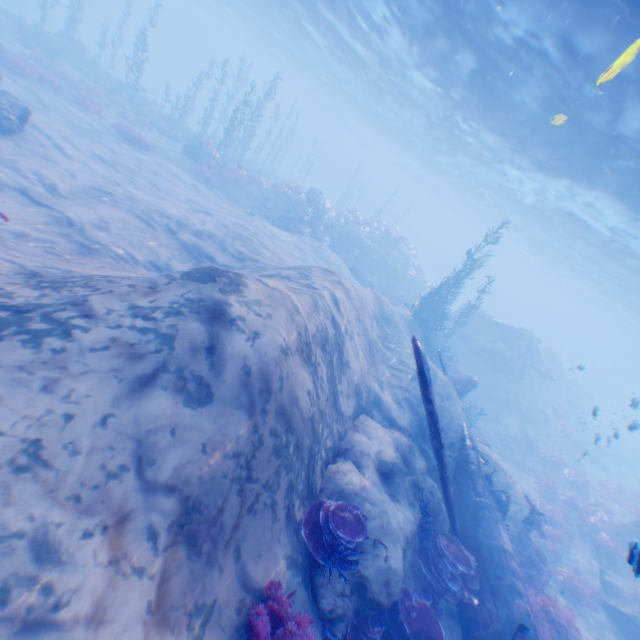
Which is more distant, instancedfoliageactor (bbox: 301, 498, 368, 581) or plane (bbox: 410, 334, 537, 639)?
plane (bbox: 410, 334, 537, 639)

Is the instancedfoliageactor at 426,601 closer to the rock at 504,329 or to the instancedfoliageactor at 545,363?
the rock at 504,329

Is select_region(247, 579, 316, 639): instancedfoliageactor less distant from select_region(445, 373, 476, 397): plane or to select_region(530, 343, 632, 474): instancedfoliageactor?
select_region(445, 373, 476, 397): plane

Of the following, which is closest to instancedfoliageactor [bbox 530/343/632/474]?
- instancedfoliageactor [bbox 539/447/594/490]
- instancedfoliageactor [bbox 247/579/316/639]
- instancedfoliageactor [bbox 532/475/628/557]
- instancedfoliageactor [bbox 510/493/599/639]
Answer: instancedfoliageactor [bbox 539/447/594/490]

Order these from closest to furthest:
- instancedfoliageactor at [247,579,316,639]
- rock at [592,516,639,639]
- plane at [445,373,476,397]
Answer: instancedfoliageactor at [247,579,316,639], rock at [592,516,639,639], plane at [445,373,476,397]

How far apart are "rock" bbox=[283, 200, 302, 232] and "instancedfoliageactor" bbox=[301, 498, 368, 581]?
19.2m

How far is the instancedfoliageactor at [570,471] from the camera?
19.48m

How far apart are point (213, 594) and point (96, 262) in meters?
7.3 m
